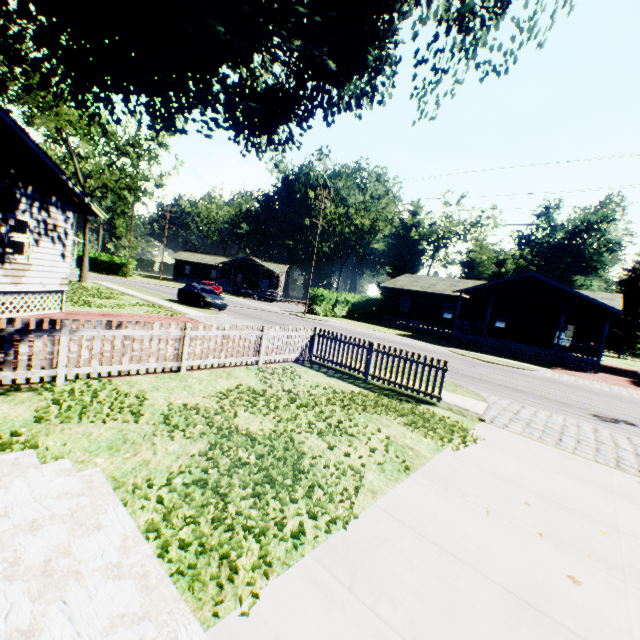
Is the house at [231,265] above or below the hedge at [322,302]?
above

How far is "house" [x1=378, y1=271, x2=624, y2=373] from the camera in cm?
2362

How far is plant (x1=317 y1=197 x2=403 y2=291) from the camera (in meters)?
48.31

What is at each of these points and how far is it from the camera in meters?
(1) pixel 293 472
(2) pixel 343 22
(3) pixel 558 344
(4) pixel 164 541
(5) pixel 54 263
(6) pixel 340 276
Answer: (1) plant, 4.6
(2) plant, 7.5
(3) house, 35.8
(4) plant, 3.0
(5) house, 12.9
(6) plant, 55.8

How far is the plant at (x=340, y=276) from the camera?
48.3 meters

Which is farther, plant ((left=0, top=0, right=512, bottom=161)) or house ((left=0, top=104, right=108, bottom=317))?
house ((left=0, top=104, right=108, bottom=317))

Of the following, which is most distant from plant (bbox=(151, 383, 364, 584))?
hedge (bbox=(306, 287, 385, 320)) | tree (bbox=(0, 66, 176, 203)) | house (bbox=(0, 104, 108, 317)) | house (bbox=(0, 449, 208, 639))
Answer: hedge (bbox=(306, 287, 385, 320))

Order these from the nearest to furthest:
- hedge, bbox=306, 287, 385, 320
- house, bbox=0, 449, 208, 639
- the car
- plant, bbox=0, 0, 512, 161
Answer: house, bbox=0, 449, 208, 639, plant, bbox=0, 0, 512, 161, the car, hedge, bbox=306, 287, 385, 320
